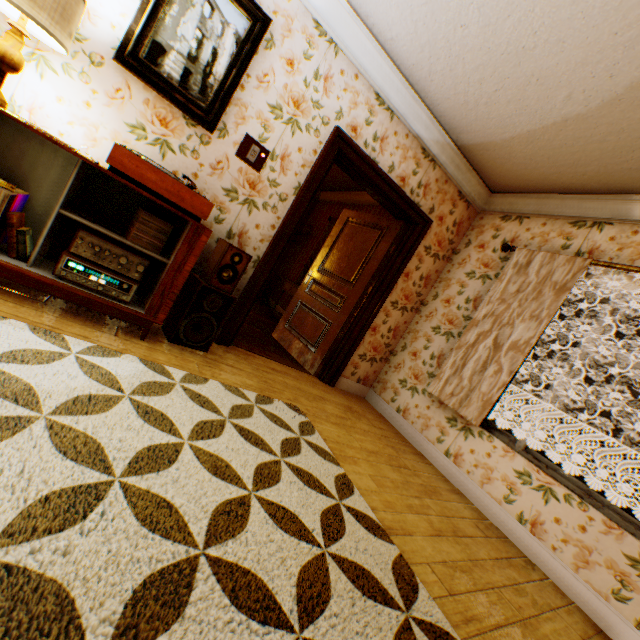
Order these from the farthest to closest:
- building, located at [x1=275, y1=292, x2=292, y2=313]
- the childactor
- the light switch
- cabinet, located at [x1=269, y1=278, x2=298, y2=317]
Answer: building, located at [x1=275, y1=292, x2=292, y2=313]
cabinet, located at [x1=269, y1=278, x2=298, y2=317]
the childactor
the light switch

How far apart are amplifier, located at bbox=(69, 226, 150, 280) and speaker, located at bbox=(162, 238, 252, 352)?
0.4m

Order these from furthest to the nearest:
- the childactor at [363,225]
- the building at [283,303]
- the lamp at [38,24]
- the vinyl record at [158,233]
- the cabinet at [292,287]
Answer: the building at [283,303]
the cabinet at [292,287]
the childactor at [363,225]
the vinyl record at [158,233]
the lamp at [38,24]

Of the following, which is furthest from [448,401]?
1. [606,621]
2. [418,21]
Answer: [418,21]

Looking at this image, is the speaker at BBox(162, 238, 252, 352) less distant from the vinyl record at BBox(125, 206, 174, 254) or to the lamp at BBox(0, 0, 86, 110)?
the vinyl record at BBox(125, 206, 174, 254)

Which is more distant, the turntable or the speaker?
the speaker

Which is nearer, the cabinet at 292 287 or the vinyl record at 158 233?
the vinyl record at 158 233

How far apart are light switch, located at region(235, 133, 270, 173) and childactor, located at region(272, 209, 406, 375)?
1.8 meters
